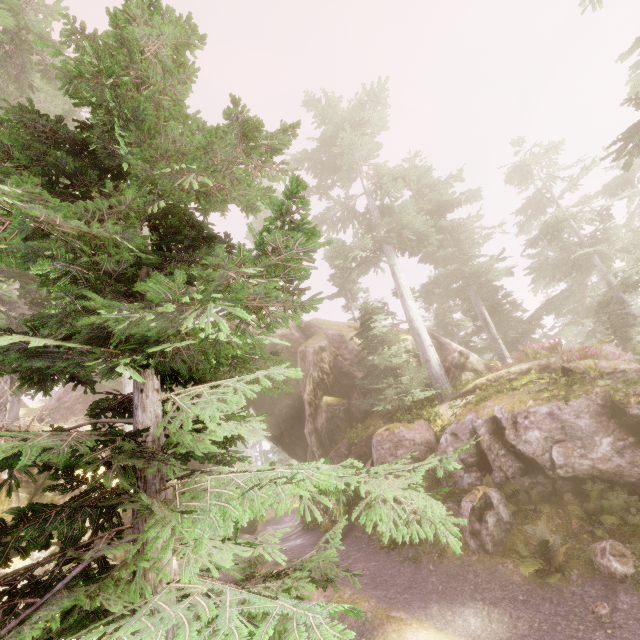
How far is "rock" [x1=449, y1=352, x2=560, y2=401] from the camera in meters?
14.1

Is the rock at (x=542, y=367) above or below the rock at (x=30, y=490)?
above

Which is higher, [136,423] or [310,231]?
[310,231]

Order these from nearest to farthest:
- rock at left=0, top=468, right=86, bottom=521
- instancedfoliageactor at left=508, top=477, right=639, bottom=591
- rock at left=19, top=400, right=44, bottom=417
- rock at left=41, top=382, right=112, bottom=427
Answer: instancedfoliageactor at left=508, top=477, right=639, bottom=591
rock at left=0, top=468, right=86, bottom=521
rock at left=41, top=382, right=112, bottom=427
rock at left=19, top=400, right=44, bottom=417

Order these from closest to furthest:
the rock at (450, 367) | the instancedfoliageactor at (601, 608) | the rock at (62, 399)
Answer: the instancedfoliageactor at (601, 608), the rock at (450, 367), the rock at (62, 399)

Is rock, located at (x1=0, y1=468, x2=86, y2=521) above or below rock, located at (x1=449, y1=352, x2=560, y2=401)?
below

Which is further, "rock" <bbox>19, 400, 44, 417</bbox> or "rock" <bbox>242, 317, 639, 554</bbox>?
"rock" <bbox>19, 400, 44, 417</bbox>
